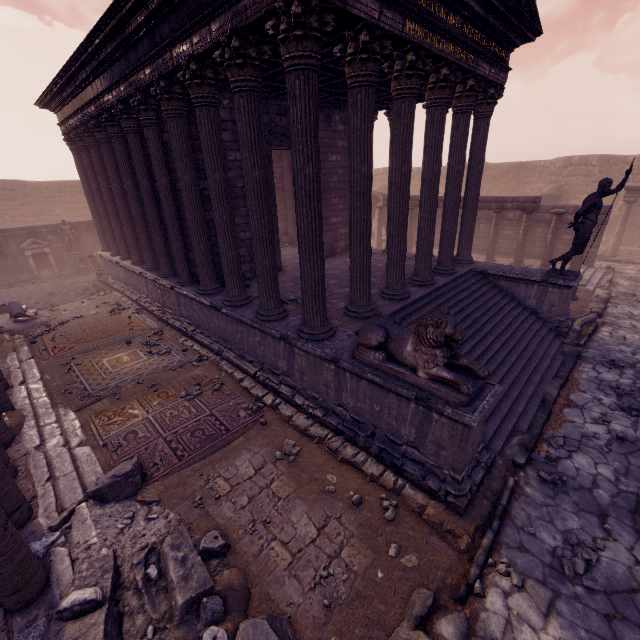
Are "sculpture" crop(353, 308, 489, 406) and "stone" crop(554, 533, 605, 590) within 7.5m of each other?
yes

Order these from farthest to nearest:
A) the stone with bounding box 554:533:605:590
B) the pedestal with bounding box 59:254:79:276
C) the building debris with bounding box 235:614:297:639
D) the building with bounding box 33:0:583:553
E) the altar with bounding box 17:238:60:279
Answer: the pedestal with bounding box 59:254:79:276
the altar with bounding box 17:238:60:279
the building with bounding box 33:0:583:553
the stone with bounding box 554:533:605:590
the building debris with bounding box 235:614:297:639

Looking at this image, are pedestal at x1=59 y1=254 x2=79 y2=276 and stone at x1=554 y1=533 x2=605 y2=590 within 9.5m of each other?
no

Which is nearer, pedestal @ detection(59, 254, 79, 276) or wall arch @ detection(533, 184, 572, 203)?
pedestal @ detection(59, 254, 79, 276)

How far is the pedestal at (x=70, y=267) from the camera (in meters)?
18.20

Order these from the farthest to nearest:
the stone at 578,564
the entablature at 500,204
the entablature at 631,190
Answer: the entablature at 631,190, the entablature at 500,204, the stone at 578,564

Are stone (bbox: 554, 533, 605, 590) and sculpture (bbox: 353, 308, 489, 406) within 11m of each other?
yes

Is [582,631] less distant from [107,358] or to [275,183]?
[107,358]
